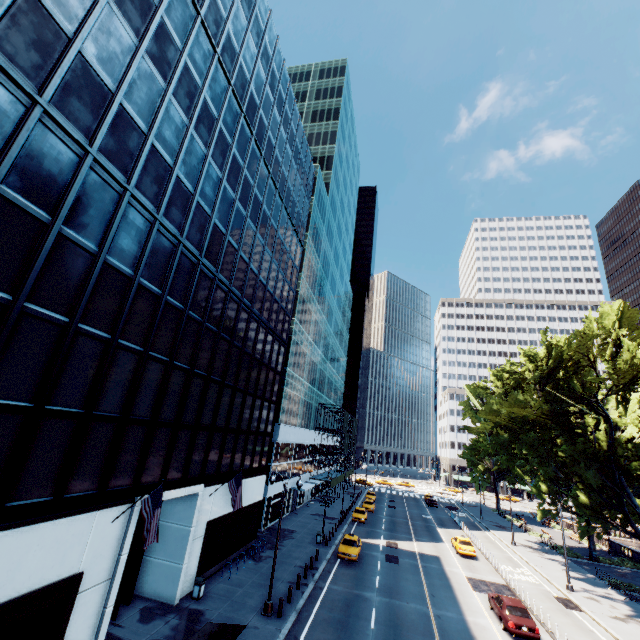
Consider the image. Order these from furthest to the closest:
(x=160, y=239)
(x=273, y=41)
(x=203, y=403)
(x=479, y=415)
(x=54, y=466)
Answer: (x=479, y=415) → (x=273, y=41) → (x=203, y=403) → (x=160, y=239) → (x=54, y=466)

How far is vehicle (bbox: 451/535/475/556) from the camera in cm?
3419

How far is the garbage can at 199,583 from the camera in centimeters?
1927cm

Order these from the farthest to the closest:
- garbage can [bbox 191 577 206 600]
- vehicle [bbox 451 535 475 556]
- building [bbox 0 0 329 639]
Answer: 1. vehicle [bbox 451 535 475 556]
2. garbage can [bbox 191 577 206 600]
3. building [bbox 0 0 329 639]

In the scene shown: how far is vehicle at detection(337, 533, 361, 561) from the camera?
28.66m

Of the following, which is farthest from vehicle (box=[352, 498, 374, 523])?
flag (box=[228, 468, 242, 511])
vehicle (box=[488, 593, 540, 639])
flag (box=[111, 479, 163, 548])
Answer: flag (box=[111, 479, 163, 548])

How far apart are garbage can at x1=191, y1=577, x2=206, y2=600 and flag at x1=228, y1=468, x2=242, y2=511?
3.8m

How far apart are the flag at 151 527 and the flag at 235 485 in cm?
807
